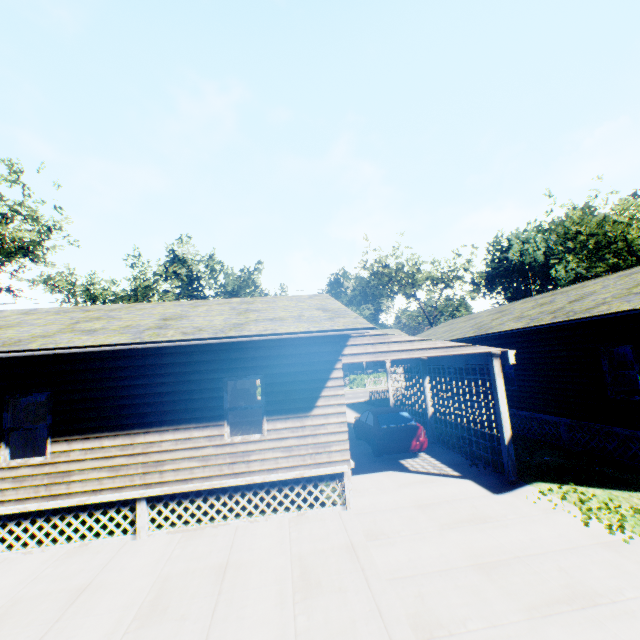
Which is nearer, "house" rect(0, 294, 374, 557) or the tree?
"house" rect(0, 294, 374, 557)

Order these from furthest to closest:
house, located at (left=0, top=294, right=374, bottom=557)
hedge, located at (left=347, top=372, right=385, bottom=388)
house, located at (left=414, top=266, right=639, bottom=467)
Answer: hedge, located at (left=347, top=372, right=385, bottom=388), house, located at (left=414, top=266, right=639, bottom=467), house, located at (left=0, top=294, right=374, bottom=557)

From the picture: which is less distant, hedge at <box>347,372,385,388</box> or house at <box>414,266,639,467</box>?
house at <box>414,266,639,467</box>

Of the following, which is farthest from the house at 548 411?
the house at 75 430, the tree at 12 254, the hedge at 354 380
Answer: the tree at 12 254

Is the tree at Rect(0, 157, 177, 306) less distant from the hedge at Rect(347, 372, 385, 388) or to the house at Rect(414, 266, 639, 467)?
the hedge at Rect(347, 372, 385, 388)

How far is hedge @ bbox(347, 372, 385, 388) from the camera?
44.56m

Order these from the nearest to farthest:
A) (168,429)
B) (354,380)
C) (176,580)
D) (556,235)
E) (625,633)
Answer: (625,633) < (176,580) < (168,429) < (354,380) < (556,235)

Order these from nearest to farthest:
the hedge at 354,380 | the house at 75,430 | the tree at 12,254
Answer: the house at 75,430, the tree at 12,254, the hedge at 354,380
